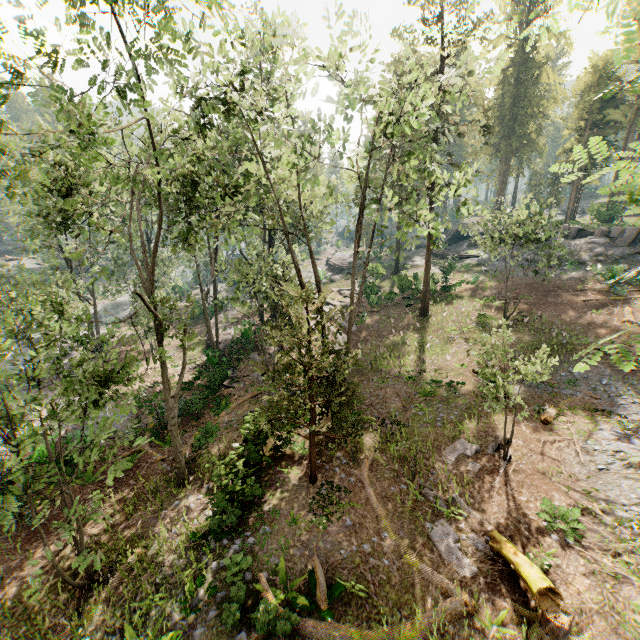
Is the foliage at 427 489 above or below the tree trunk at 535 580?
below

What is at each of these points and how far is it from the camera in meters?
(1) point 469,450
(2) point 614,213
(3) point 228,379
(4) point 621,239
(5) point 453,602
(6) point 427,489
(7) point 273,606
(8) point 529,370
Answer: (1) foliage, 15.6
(2) foliage, 40.7
(3) ground embankment, 23.8
(4) rock, 31.6
(5) foliage, 9.6
(6) foliage, 13.5
(7) foliage, 9.7
(8) foliage, 11.5

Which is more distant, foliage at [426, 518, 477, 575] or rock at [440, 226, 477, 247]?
rock at [440, 226, 477, 247]

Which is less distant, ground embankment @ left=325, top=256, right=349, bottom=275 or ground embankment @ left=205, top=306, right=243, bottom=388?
ground embankment @ left=205, top=306, right=243, bottom=388

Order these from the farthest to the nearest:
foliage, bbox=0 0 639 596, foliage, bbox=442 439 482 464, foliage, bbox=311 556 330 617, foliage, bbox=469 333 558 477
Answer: foliage, bbox=442 439 482 464, foliage, bbox=469 333 558 477, foliage, bbox=311 556 330 617, foliage, bbox=0 0 639 596

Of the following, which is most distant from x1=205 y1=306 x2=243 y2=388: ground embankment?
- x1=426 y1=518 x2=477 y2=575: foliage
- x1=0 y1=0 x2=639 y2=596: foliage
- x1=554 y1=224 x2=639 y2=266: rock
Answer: x1=554 y1=224 x2=639 y2=266: rock

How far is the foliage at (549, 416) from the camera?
16.63m

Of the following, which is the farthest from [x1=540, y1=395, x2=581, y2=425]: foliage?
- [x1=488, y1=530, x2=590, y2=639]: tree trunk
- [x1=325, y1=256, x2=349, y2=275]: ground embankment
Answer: [x1=488, y1=530, x2=590, y2=639]: tree trunk
